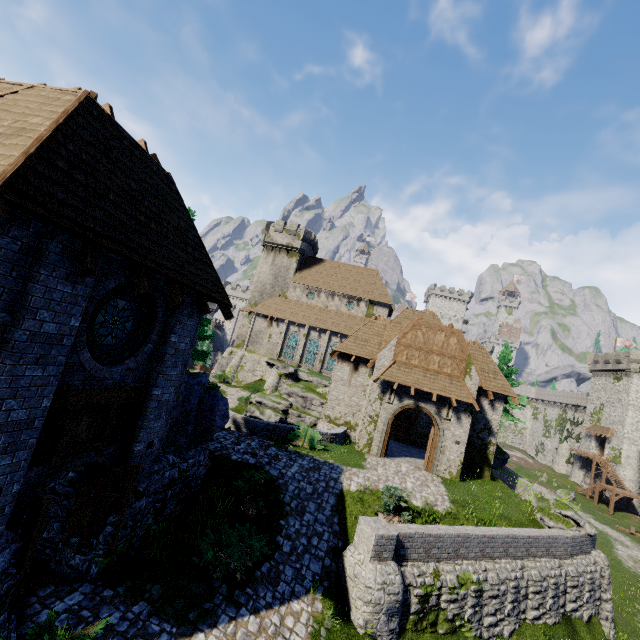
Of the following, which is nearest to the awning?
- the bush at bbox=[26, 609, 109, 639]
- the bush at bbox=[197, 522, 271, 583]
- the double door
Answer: the double door

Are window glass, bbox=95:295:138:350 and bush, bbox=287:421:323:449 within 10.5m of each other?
no

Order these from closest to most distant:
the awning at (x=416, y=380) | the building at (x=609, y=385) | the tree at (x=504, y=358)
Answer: the awning at (x=416, y=380) → the tree at (x=504, y=358) → the building at (x=609, y=385)

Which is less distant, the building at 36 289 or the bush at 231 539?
the building at 36 289

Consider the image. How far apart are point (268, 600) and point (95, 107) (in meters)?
13.12

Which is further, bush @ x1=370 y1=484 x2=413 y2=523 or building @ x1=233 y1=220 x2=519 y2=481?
building @ x1=233 y1=220 x2=519 y2=481

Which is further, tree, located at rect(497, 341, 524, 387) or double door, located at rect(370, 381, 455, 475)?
tree, located at rect(497, 341, 524, 387)

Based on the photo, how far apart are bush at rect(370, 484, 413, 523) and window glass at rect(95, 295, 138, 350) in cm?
1112
